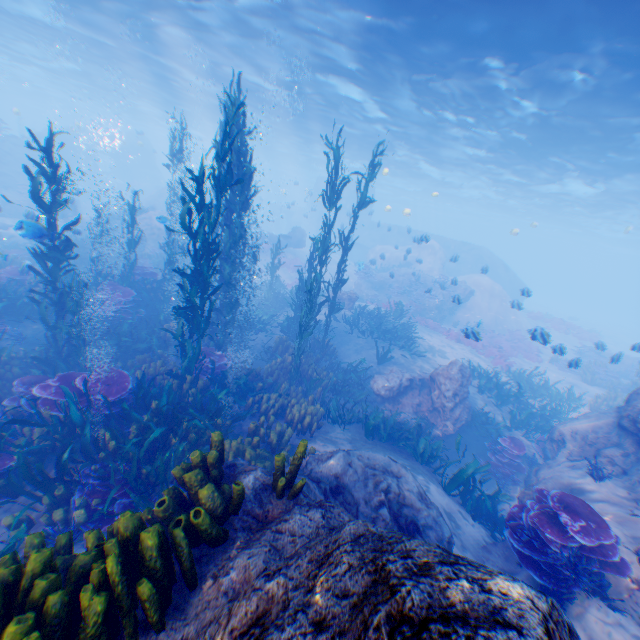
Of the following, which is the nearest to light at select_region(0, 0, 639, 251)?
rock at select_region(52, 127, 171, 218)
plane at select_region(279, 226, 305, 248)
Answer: rock at select_region(52, 127, 171, 218)

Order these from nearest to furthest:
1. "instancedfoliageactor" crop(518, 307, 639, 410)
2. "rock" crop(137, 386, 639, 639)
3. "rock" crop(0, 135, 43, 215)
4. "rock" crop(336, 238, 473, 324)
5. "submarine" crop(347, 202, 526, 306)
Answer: "rock" crop(137, 386, 639, 639) < "instancedfoliageactor" crop(518, 307, 639, 410) < "rock" crop(336, 238, 473, 324) < "rock" crop(0, 135, 43, 215) < "submarine" crop(347, 202, 526, 306)

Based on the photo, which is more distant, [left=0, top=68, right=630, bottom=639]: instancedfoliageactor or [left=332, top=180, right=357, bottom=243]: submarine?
[left=332, top=180, right=357, bottom=243]: submarine

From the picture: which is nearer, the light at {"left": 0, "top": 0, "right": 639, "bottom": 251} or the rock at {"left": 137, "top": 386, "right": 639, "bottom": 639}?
the rock at {"left": 137, "top": 386, "right": 639, "bottom": 639}

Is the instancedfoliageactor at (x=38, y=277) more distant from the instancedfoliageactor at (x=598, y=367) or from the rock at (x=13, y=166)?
the instancedfoliageactor at (x=598, y=367)

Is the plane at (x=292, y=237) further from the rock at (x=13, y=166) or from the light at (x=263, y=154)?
the light at (x=263, y=154)

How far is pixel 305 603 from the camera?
1.60m

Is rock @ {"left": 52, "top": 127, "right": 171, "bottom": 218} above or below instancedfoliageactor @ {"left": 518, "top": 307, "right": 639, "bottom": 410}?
above
